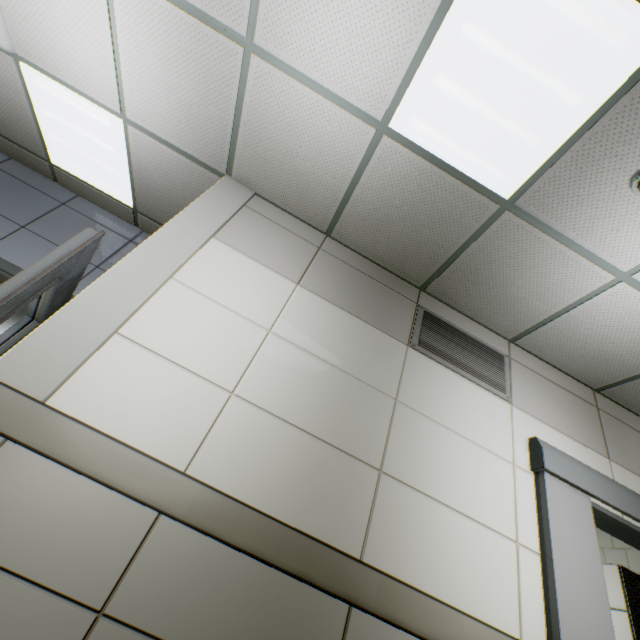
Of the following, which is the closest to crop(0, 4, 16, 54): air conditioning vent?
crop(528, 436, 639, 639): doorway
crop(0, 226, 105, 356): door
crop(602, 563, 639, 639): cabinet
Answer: crop(0, 226, 105, 356): door

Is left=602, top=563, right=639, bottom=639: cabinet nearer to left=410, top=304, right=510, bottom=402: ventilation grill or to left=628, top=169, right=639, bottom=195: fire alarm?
left=410, top=304, right=510, bottom=402: ventilation grill

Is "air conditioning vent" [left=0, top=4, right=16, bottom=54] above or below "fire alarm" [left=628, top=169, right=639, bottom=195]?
above

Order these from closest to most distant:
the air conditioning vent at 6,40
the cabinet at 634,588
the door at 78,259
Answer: the door at 78,259 < the air conditioning vent at 6,40 < the cabinet at 634,588

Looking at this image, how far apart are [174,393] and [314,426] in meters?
0.8 m

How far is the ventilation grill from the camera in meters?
2.6 m

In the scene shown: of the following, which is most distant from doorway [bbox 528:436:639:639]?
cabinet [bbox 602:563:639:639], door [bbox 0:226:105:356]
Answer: door [bbox 0:226:105:356]

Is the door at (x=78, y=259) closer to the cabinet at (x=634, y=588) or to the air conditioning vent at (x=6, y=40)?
the air conditioning vent at (x=6, y=40)
